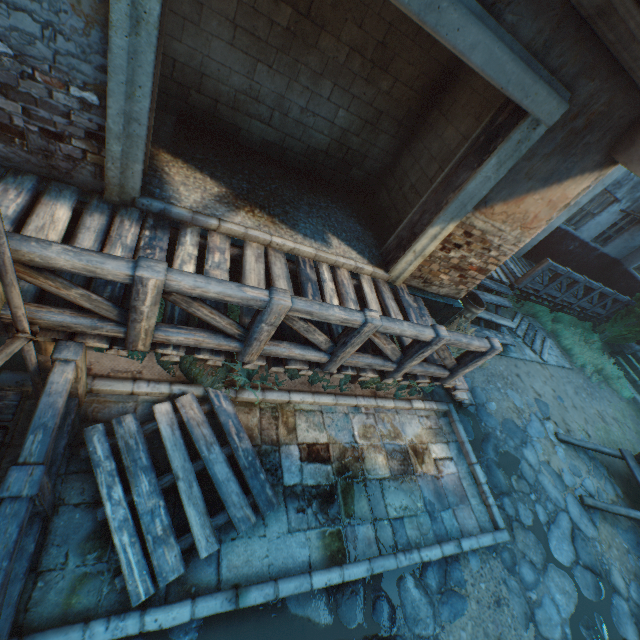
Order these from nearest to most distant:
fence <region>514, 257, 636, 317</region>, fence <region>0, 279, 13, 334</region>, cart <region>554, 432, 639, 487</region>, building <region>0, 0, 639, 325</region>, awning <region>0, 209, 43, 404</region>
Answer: awning <region>0, 209, 43, 404</region> < fence <region>0, 279, 13, 334</region> < building <region>0, 0, 639, 325</region> < cart <region>554, 432, 639, 487</region> < fence <region>514, 257, 636, 317</region>

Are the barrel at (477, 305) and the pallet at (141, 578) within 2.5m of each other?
no

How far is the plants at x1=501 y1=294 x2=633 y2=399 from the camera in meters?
10.4 m

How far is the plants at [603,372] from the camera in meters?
10.4

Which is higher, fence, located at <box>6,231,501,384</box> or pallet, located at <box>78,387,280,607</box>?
fence, located at <box>6,231,501,384</box>

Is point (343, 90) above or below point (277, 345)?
above

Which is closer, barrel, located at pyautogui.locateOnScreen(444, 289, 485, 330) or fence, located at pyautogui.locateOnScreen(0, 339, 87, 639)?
fence, located at pyautogui.locateOnScreen(0, 339, 87, 639)

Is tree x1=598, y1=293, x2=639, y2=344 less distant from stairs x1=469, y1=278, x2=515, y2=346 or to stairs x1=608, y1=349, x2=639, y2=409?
stairs x1=608, y1=349, x2=639, y2=409
